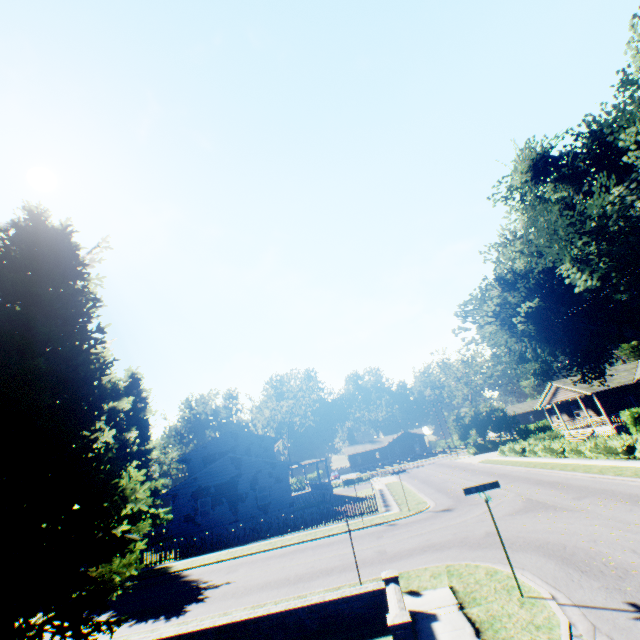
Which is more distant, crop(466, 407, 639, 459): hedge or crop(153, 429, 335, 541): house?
crop(153, 429, 335, 541): house

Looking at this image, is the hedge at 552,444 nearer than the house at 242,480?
Yes

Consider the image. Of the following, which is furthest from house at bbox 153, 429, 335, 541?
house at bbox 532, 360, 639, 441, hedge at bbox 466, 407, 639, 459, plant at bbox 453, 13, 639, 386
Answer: house at bbox 532, 360, 639, 441

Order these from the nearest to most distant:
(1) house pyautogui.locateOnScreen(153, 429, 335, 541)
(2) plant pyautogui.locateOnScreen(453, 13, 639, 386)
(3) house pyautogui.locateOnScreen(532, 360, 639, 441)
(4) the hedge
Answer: (2) plant pyautogui.locateOnScreen(453, 13, 639, 386) < (4) the hedge < (1) house pyautogui.locateOnScreen(153, 429, 335, 541) < (3) house pyautogui.locateOnScreen(532, 360, 639, 441)

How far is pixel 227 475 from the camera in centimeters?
2917cm

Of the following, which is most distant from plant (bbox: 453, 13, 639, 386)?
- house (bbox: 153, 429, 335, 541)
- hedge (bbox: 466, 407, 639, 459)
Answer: hedge (bbox: 466, 407, 639, 459)

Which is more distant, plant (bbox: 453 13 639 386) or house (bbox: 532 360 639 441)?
house (bbox: 532 360 639 441)

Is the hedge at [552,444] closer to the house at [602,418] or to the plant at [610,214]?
the plant at [610,214]
